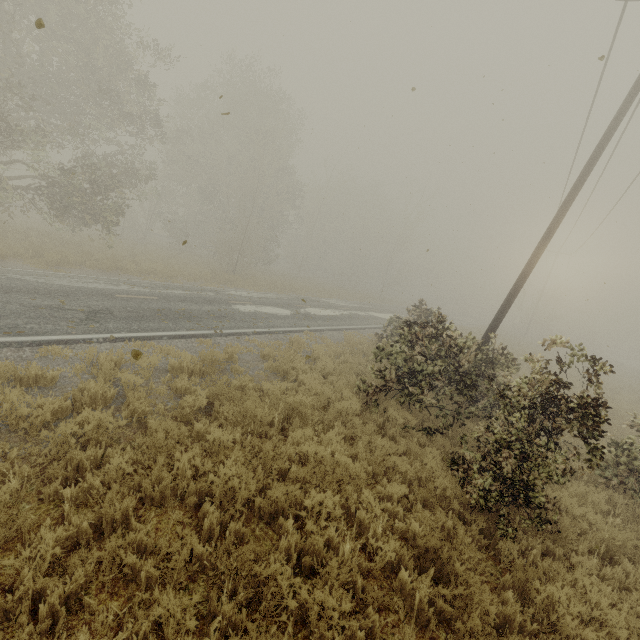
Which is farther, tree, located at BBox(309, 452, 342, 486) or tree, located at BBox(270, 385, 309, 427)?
tree, located at BBox(270, 385, 309, 427)

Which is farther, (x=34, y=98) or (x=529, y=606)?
(x=34, y=98)

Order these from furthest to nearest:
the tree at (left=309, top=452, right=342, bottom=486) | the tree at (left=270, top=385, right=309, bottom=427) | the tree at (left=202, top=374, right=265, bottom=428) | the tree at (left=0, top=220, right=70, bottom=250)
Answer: the tree at (left=0, top=220, right=70, bottom=250), the tree at (left=270, top=385, right=309, bottom=427), the tree at (left=202, top=374, right=265, bottom=428), the tree at (left=309, top=452, right=342, bottom=486)

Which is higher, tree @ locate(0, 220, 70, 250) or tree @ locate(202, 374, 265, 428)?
tree @ locate(0, 220, 70, 250)

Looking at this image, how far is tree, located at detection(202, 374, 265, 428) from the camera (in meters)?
6.10

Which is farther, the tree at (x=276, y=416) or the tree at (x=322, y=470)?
the tree at (x=276, y=416)

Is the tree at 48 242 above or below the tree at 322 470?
above
